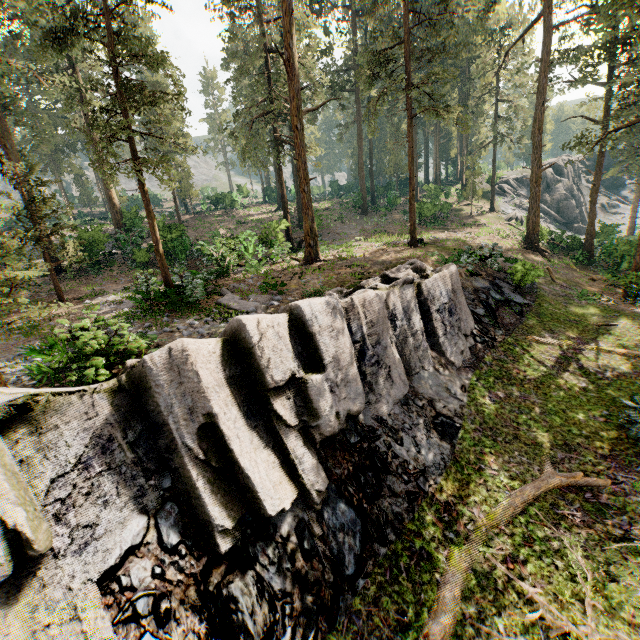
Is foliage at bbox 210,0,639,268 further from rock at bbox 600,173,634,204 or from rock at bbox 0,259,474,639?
rock at bbox 600,173,634,204

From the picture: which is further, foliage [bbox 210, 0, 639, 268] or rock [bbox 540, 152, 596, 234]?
rock [bbox 540, 152, 596, 234]

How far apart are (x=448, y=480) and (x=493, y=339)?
8.3 meters

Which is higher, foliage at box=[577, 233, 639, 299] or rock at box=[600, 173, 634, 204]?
rock at box=[600, 173, 634, 204]

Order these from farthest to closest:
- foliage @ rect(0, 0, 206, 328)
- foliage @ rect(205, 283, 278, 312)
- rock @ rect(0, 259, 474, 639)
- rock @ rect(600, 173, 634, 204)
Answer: rock @ rect(600, 173, 634, 204)
foliage @ rect(205, 283, 278, 312)
foliage @ rect(0, 0, 206, 328)
rock @ rect(0, 259, 474, 639)

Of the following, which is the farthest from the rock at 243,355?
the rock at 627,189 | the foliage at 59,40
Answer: the rock at 627,189

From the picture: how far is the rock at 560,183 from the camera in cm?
4431

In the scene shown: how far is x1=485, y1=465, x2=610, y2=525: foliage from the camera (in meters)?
8.34
